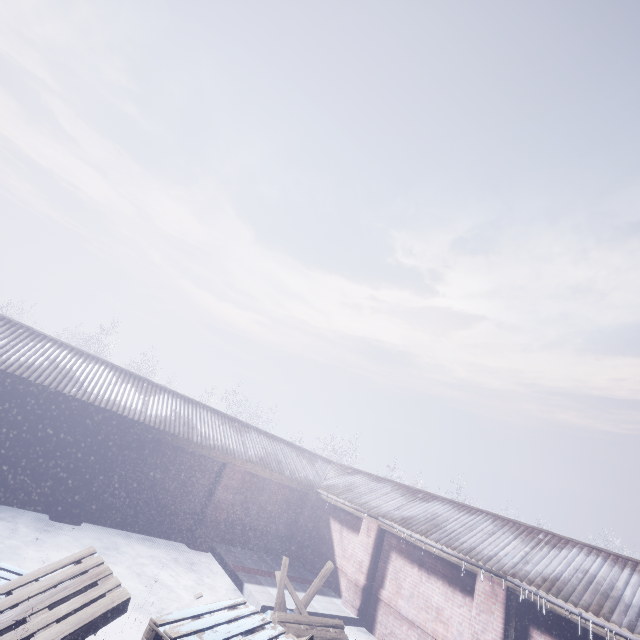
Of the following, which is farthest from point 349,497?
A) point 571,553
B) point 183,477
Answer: point 571,553
